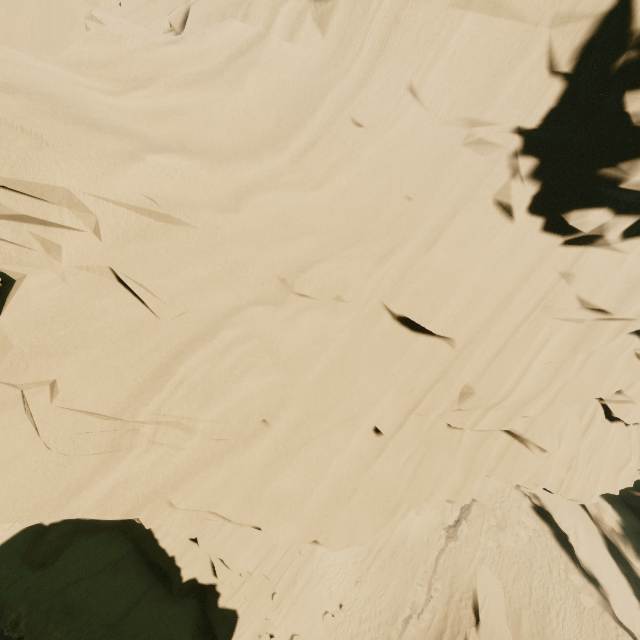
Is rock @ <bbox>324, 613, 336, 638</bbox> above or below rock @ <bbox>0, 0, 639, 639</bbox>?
below

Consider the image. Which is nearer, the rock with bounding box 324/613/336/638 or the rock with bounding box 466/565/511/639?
the rock with bounding box 324/613/336/638

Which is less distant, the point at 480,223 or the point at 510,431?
the point at 480,223

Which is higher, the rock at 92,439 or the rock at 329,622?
the rock at 92,439

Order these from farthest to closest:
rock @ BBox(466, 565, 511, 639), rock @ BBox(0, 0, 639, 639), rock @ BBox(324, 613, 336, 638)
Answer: rock @ BBox(466, 565, 511, 639) → rock @ BBox(324, 613, 336, 638) → rock @ BBox(0, 0, 639, 639)
